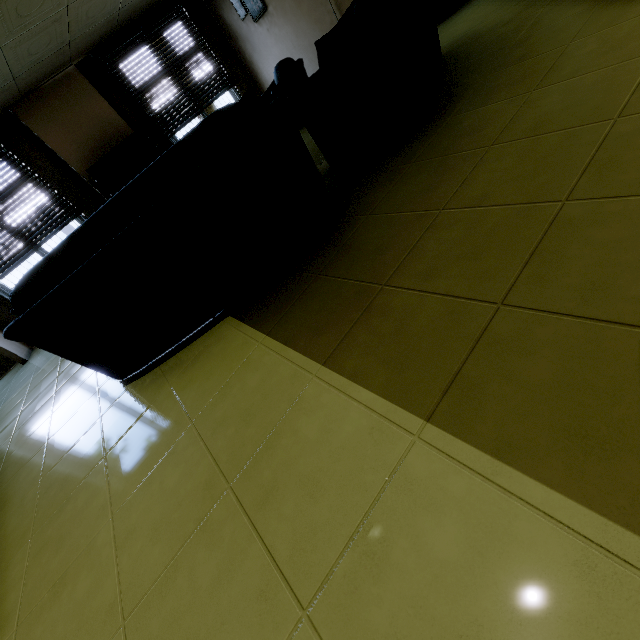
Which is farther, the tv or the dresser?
the tv

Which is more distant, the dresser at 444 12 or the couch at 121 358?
the dresser at 444 12

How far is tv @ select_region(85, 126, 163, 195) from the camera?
5.8m

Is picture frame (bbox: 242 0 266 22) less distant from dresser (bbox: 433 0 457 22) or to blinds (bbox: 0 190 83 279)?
dresser (bbox: 433 0 457 22)

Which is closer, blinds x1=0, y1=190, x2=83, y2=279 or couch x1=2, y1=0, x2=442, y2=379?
couch x1=2, y1=0, x2=442, y2=379

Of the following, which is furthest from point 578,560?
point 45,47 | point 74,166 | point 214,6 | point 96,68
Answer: point 214,6

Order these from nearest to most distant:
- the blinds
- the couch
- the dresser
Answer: the couch < the dresser < the blinds

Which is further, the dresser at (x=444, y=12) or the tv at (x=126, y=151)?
the tv at (x=126, y=151)
